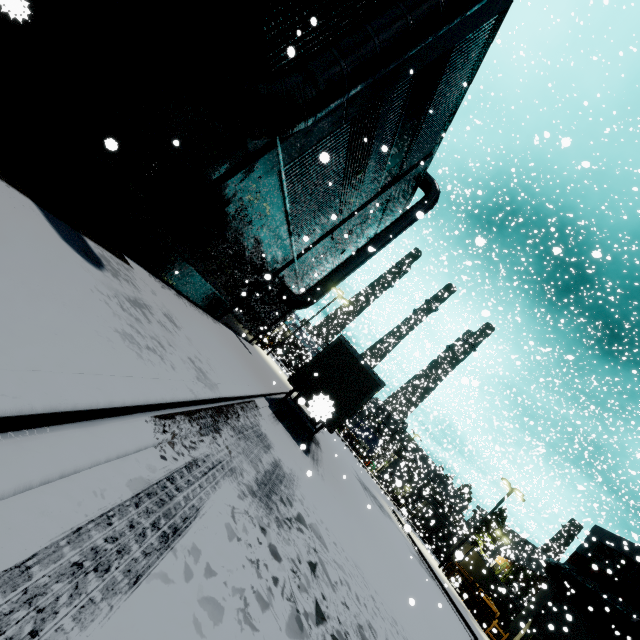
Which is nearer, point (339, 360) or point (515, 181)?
point (339, 360)

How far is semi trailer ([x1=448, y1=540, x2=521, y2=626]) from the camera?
31.6 meters

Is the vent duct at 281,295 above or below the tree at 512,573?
below

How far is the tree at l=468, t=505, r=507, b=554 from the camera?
39.9 meters

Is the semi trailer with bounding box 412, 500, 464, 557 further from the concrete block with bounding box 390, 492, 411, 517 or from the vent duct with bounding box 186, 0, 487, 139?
the vent duct with bounding box 186, 0, 487, 139

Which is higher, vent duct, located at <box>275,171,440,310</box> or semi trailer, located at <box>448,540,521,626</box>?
vent duct, located at <box>275,171,440,310</box>

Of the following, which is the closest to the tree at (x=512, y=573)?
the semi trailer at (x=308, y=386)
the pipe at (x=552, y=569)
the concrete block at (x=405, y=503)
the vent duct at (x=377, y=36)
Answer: the semi trailer at (x=308, y=386)
